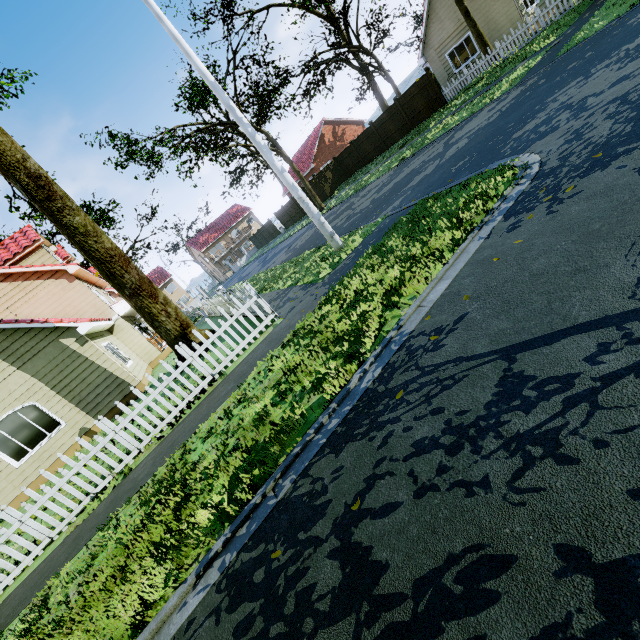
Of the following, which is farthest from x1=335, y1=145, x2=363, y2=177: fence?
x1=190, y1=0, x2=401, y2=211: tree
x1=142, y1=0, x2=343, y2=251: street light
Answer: x1=142, y1=0, x2=343, y2=251: street light

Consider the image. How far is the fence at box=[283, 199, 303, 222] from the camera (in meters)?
36.16

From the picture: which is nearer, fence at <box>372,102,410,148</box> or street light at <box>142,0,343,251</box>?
street light at <box>142,0,343,251</box>

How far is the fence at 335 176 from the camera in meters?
30.2

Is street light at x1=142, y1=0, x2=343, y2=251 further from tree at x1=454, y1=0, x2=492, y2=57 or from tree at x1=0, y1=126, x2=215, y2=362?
tree at x1=454, y1=0, x2=492, y2=57

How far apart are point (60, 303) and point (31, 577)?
14.3 meters
